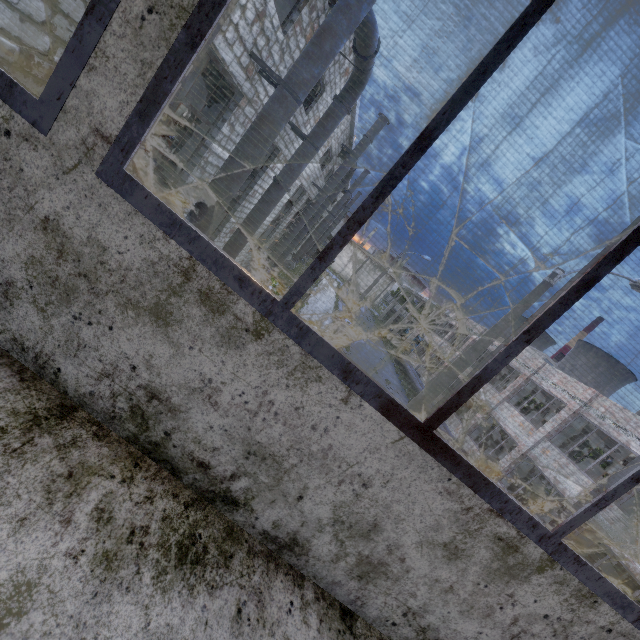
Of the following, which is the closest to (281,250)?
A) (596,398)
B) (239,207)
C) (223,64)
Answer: (239,207)

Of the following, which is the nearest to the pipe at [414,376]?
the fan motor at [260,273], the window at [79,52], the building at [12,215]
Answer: the building at [12,215]

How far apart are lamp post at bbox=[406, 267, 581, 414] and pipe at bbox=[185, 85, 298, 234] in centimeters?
698cm

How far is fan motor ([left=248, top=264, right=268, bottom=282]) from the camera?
20.9 meters

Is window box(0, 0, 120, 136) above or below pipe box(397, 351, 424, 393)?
above

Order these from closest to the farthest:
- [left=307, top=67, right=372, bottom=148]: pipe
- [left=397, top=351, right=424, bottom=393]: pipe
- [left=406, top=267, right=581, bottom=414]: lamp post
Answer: [left=406, top=267, right=581, bottom=414]: lamp post → [left=307, top=67, right=372, bottom=148]: pipe → [left=397, top=351, right=424, bottom=393]: pipe

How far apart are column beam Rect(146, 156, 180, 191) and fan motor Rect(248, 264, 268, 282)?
10.7m

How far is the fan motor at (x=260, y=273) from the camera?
20.9 meters
